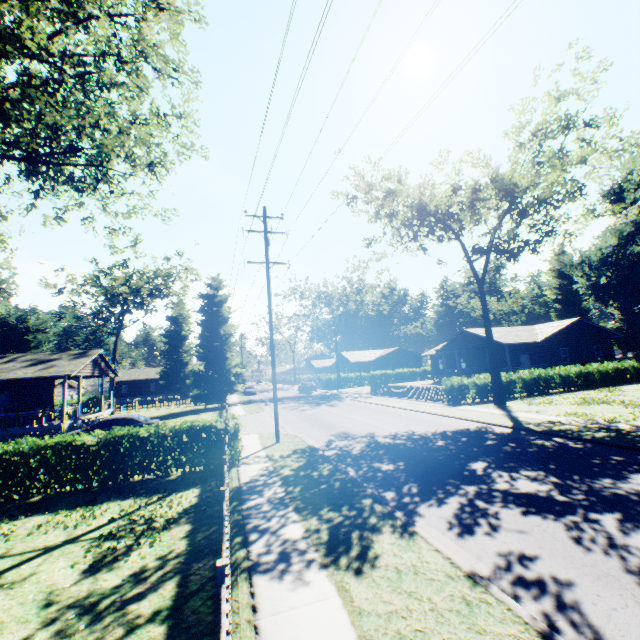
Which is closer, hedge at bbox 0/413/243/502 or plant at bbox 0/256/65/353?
hedge at bbox 0/413/243/502

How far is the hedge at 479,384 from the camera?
23.70m

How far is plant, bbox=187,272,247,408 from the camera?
36.7m

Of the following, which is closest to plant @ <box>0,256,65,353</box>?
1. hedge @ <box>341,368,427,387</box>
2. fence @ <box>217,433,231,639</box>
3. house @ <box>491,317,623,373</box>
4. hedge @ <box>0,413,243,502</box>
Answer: hedge @ <box>0,413,243,502</box>

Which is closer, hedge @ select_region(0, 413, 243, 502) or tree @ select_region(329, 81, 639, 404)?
hedge @ select_region(0, 413, 243, 502)

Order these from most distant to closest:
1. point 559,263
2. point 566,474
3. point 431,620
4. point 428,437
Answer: point 559,263 → point 428,437 → point 566,474 → point 431,620

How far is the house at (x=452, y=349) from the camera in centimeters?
3665cm
